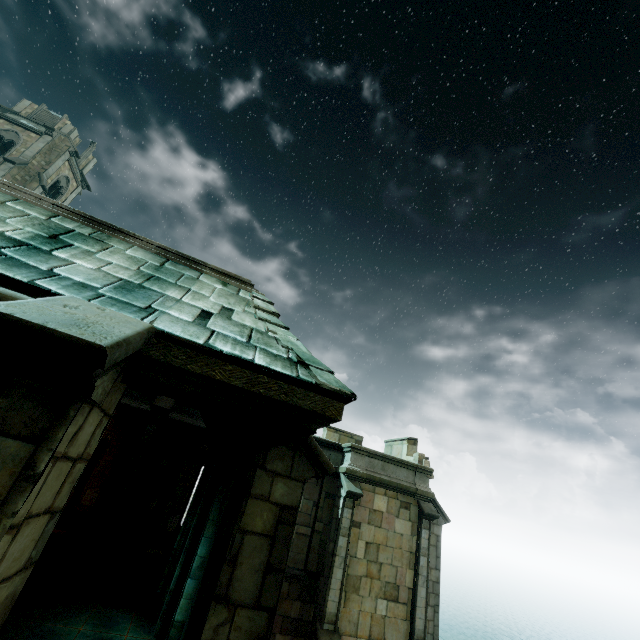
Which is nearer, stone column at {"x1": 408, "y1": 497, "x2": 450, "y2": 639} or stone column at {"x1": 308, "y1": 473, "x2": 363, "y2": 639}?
stone column at {"x1": 308, "y1": 473, "x2": 363, "y2": 639}

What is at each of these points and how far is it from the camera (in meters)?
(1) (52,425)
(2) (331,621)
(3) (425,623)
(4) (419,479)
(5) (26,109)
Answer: (1) stone column, 1.96
(2) stone column, 11.16
(3) stone column, 12.16
(4) wall trim, 14.54
(5) building, 29.16

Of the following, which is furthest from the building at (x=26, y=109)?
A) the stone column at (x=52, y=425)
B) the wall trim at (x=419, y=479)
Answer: the stone column at (x=52, y=425)

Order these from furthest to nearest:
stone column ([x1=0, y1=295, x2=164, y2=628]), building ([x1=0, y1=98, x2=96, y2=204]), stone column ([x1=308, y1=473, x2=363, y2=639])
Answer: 1. building ([x1=0, y1=98, x2=96, y2=204])
2. stone column ([x1=308, y1=473, x2=363, y2=639])
3. stone column ([x1=0, y1=295, x2=164, y2=628])

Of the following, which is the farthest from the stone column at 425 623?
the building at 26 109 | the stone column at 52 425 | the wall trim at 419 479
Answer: the building at 26 109

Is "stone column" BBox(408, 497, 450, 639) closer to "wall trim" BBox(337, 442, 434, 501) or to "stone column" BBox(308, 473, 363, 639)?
"wall trim" BBox(337, 442, 434, 501)

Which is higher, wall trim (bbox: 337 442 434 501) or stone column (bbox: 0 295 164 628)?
wall trim (bbox: 337 442 434 501)

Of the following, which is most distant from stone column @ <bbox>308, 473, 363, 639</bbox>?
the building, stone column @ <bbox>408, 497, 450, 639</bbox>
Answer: the building
